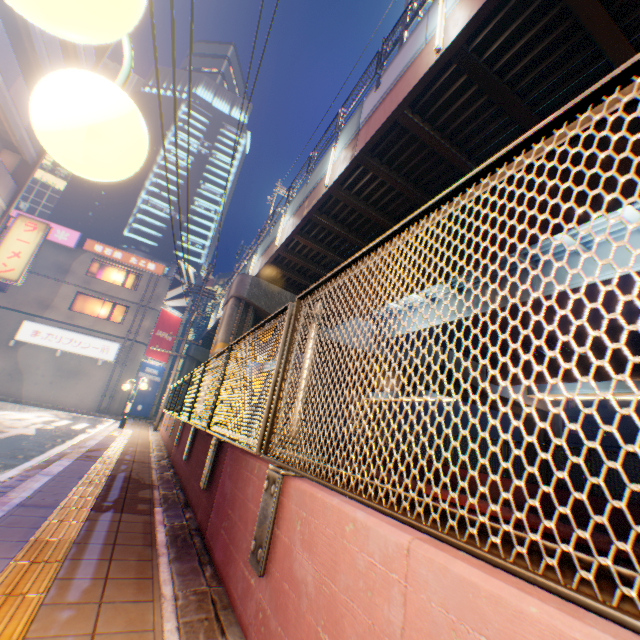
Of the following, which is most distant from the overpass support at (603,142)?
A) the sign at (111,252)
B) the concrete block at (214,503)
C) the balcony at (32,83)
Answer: the balcony at (32,83)

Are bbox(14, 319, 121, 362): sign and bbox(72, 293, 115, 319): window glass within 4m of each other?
yes

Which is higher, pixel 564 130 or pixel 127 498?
pixel 564 130

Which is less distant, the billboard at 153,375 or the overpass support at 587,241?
the overpass support at 587,241

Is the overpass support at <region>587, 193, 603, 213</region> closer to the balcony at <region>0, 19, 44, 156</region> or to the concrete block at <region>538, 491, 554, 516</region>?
the concrete block at <region>538, 491, 554, 516</region>

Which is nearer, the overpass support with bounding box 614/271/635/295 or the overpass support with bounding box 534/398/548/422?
the overpass support with bounding box 614/271/635/295

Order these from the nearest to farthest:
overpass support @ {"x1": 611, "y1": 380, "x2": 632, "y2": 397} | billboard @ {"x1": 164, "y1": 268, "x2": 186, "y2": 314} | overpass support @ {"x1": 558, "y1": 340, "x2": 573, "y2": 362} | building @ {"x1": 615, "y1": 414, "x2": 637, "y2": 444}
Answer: overpass support @ {"x1": 558, "y1": 340, "x2": 573, "y2": 362} < overpass support @ {"x1": 611, "y1": 380, "x2": 632, "y2": 397} < billboard @ {"x1": 164, "y1": 268, "x2": 186, "y2": 314} < building @ {"x1": 615, "y1": 414, "x2": 637, "y2": 444}

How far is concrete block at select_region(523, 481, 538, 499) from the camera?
10.3m
